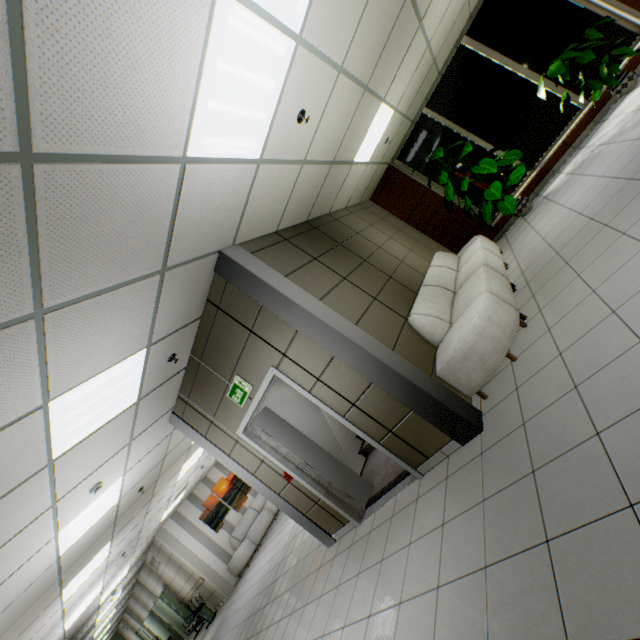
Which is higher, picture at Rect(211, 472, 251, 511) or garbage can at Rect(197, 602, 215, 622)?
picture at Rect(211, 472, 251, 511)

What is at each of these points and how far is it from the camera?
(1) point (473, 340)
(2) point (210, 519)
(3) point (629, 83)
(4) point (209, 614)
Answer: (1) sofa, 3.38m
(2) picture, 12.07m
(3) flower pot, 5.52m
(4) garbage can, 10.92m

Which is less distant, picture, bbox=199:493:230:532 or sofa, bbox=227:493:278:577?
sofa, bbox=227:493:278:577

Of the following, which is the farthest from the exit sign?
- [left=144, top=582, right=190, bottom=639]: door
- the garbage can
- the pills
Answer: [left=144, top=582, right=190, bottom=639]: door

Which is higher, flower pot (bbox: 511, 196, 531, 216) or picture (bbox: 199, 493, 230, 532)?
picture (bbox: 199, 493, 230, 532)

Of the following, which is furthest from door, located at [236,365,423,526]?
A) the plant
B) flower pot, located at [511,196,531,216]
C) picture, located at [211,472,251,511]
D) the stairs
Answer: picture, located at [211,472,251,511]

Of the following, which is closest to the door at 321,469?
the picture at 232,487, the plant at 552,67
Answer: the plant at 552,67

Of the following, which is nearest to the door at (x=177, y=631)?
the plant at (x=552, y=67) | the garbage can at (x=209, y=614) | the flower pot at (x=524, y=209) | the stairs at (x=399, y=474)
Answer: the garbage can at (x=209, y=614)
